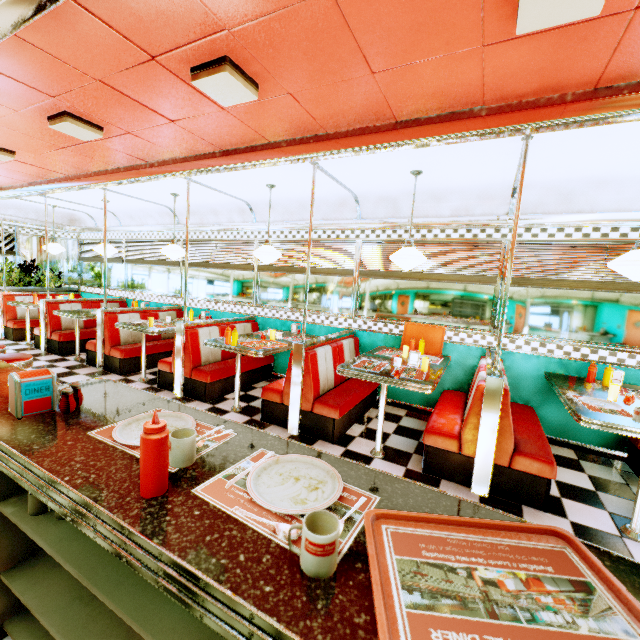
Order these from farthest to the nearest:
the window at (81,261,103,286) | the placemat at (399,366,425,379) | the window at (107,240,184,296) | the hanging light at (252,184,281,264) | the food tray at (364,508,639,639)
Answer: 1. the window at (81,261,103,286)
2. the window at (107,240,184,296)
3. the hanging light at (252,184,281,264)
4. the placemat at (399,366,425,379)
5. the food tray at (364,508,639,639)

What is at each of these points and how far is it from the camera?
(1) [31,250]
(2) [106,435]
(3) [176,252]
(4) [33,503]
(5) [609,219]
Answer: (1) window, 8.5 meters
(2) placemat, 1.2 meters
(3) hanging light, 5.3 meters
(4) coffee cup, 1.4 meters
(5) trim, 3.5 meters

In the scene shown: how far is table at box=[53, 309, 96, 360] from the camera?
5.79m

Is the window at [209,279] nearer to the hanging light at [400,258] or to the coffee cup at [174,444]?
the hanging light at [400,258]

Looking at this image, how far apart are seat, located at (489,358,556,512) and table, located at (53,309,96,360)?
7.01m

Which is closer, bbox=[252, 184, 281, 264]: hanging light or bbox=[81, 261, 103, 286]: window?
bbox=[252, 184, 281, 264]: hanging light

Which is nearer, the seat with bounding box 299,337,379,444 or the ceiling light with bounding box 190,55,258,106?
the ceiling light with bounding box 190,55,258,106

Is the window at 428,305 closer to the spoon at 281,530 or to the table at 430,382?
the table at 430,382
